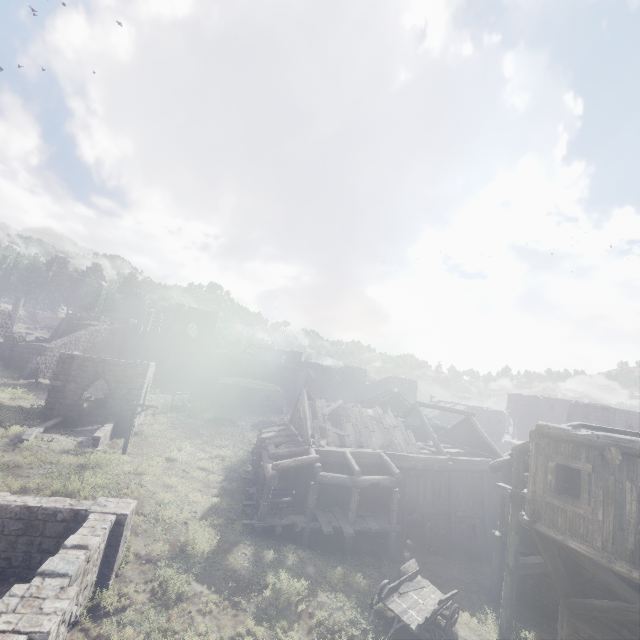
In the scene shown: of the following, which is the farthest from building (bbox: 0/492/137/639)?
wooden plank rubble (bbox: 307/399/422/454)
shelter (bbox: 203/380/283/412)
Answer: shelter (bbox: 203/380/283/412)

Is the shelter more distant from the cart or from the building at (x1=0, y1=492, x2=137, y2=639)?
the cart

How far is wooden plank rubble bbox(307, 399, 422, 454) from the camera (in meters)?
20.60

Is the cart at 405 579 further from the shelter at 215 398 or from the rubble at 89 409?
the shelter at 215 398

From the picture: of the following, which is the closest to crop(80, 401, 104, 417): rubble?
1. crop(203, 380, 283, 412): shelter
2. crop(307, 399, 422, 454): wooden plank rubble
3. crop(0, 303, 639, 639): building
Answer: crop(0, 303, 639, 639): building

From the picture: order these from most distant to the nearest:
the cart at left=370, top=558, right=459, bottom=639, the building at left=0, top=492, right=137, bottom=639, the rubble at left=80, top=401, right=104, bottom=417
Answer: the rubble at left=80, top=401, right=104, bottom=417 → the cart at left=370, top=558, right=459, bottom=639 → the building at left=0, top=492, right=137, bottom=639

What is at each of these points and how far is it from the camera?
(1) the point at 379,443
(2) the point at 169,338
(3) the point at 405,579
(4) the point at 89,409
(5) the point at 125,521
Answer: (1) wooden plank rubble, 21.1m
(2) building, 45.1m
(3) cart, 13.2m
(4) rubble, 27.8m
(5) building, 10.9m

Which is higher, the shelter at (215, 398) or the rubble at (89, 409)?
the shelter at (215, 398)
